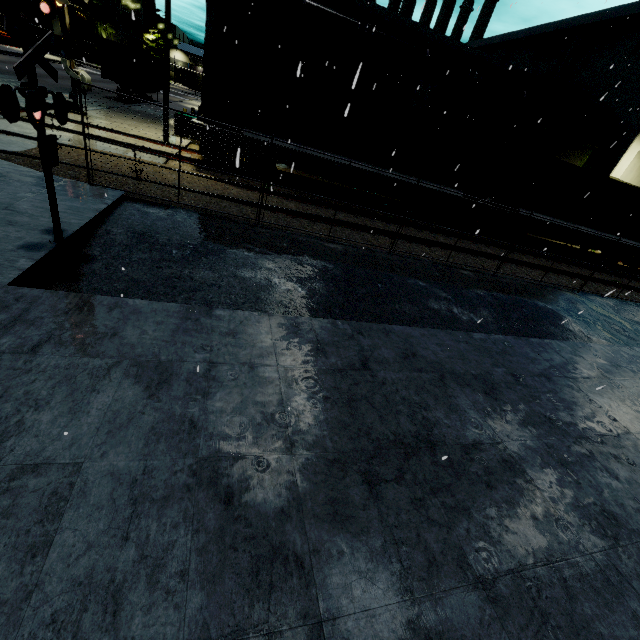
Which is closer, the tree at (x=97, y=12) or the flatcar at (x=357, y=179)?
the flatcar at (x=357, y=179)

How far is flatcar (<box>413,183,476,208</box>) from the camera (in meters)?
14.41

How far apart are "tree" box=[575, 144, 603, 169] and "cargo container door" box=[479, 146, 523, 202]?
15.0m

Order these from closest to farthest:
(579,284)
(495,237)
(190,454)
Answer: (190,454) → (579,284) → (495,237)

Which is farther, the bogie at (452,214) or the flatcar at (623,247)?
the flatcar at (623,247)

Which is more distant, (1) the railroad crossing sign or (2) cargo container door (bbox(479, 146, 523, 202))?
(2) cargo container door (bbox(479, 146, 523, 202))

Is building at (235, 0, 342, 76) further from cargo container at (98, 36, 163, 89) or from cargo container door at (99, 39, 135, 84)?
cargo container door at (99, 39, 135, 84)
